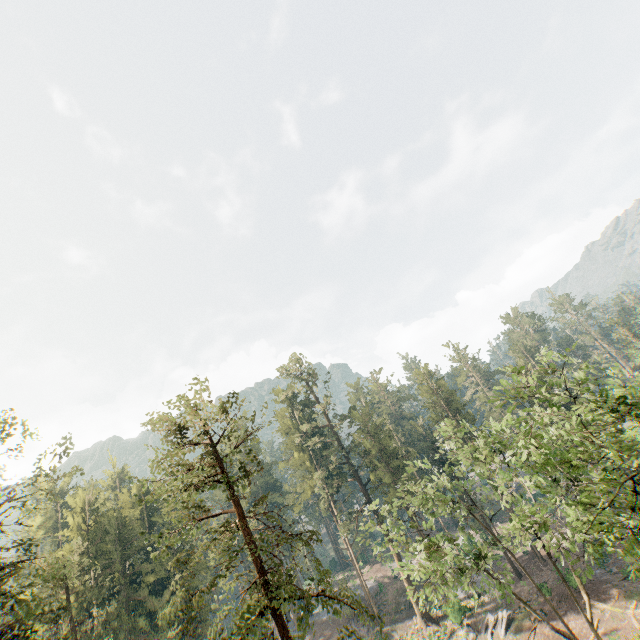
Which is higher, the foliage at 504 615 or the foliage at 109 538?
the foliage at 109 538

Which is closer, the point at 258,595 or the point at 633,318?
the point at 258,595

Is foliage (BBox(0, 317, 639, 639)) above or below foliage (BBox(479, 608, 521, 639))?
above

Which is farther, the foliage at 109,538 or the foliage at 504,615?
the foliage at 504,615

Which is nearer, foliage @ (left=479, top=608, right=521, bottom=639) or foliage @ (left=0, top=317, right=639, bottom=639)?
foliage @ (left=0, top=317, right=639, bottom=639)
